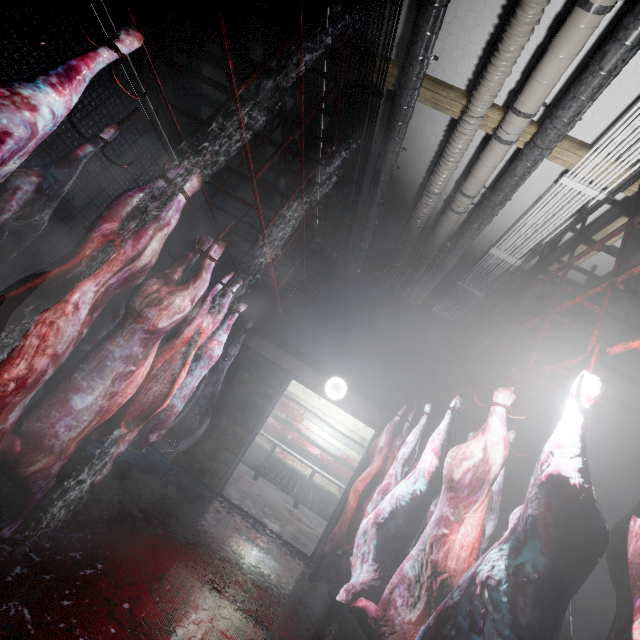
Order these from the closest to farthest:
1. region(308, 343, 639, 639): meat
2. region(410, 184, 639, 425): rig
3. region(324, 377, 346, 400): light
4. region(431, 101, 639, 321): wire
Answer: region(308, 343, 639, 639): meat, region(410, 184, 639, 425): rig, region(431, 101, 639, 321): wire, region(324, 377, 346, 400): light

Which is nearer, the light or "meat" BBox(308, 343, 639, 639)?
"meat" BBox(308, 343, 639, 639)

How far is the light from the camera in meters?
4.5

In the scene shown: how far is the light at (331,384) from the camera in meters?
4.5 m

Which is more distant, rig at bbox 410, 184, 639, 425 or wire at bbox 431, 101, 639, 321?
wire at bbox 431, 101, 639, 321

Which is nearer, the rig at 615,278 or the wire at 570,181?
the rig at 615,278

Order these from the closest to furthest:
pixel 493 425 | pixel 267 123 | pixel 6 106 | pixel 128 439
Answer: pixel 6 106, pixel 493 425, pixel 128 439, pixel 267 123

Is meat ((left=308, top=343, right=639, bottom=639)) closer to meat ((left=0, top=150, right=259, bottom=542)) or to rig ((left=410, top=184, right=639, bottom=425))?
rig ((left=410, top=184, right=639, bottom=425))
